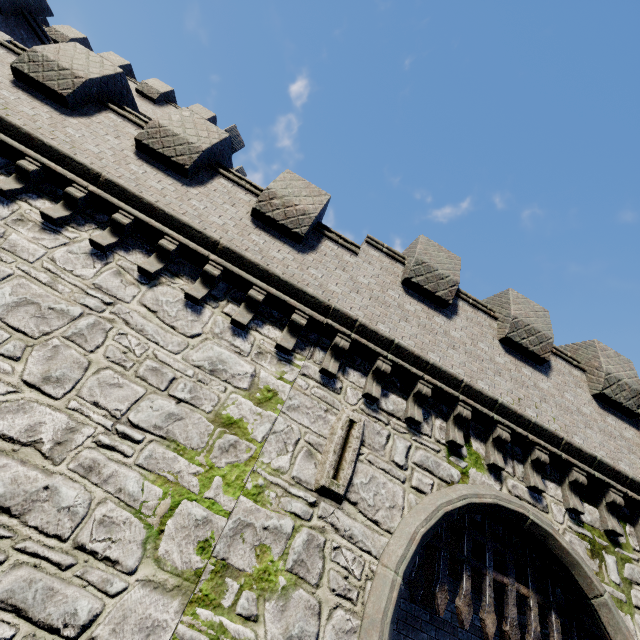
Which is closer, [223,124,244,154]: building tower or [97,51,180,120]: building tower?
[97,51,180,120]: building tower

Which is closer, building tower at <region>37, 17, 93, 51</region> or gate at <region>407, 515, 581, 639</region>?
gate at <region>407, 515, 581, 639</region>

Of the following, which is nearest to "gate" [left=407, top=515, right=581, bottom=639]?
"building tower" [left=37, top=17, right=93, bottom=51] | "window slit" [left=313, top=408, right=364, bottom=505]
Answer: "window slit" [left=313, top=408, right=364, bottom=505]

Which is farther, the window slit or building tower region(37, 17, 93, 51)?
building tower region(37, 17, 93, 51)

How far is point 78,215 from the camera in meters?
6.4 m

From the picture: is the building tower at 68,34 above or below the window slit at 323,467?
above

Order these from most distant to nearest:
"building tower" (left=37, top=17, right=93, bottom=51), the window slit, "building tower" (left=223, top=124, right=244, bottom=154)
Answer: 1. "building tower" (left=223, top=124, right=244, bottom=154)
2. "building tower" (left=37, top=17, right=93, bottom=51)
3. the window slit

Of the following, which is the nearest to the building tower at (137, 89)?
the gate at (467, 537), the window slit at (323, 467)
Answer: the window slit at (323, 467)
